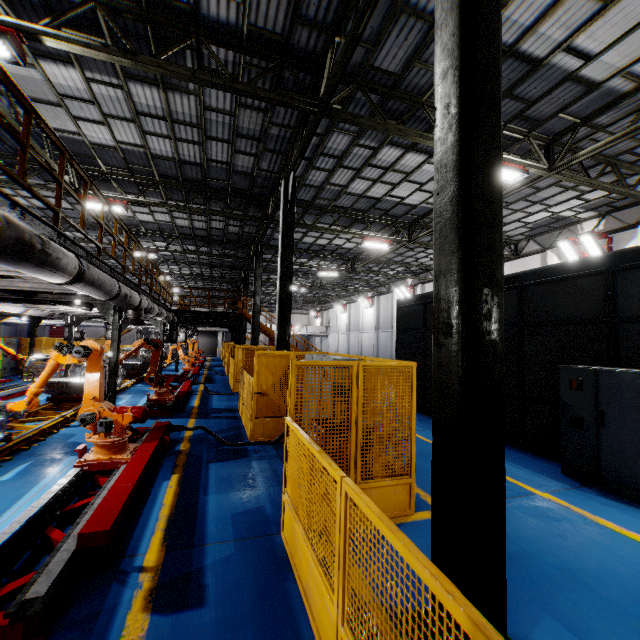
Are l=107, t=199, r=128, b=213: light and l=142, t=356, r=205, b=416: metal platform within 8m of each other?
yes

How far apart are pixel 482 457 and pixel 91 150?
14.87m

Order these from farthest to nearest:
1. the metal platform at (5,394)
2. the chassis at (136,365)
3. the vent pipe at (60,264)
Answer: the chassis at (136,365) < the metal platform at (5,394) < the vent pipe at (60,264)

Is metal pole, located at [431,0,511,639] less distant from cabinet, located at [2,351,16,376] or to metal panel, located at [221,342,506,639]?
metal panel, located at [221,342,506,639]

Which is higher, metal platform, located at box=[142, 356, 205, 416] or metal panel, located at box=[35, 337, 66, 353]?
metal panel, located at box=[35, 337, 66, 353]

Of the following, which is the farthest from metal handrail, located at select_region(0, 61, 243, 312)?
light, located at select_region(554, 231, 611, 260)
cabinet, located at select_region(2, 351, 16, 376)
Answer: light, located at select_region(554, 231, 611, 260)

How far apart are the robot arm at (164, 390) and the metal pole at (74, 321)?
5.7m

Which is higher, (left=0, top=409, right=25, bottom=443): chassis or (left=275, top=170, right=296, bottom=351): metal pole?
(left=275, top=170, right=296, bottom=351): metal pole
